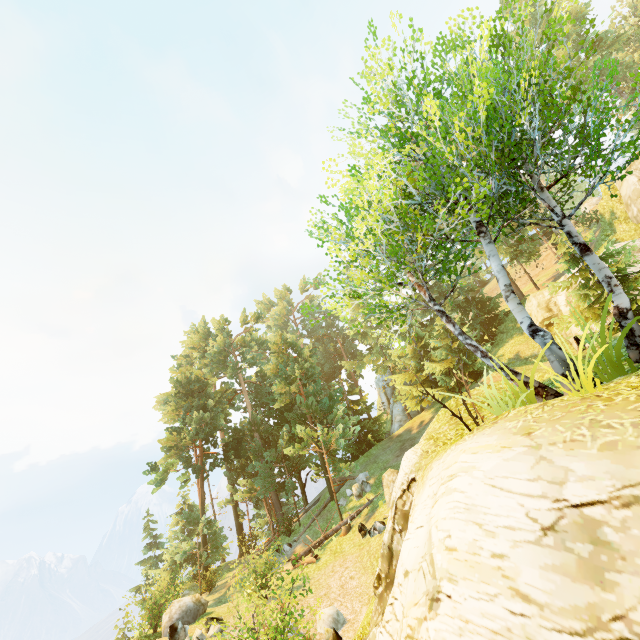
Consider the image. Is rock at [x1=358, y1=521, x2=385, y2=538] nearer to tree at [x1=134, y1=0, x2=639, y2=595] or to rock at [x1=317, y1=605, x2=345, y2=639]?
tree at [x1=134, y1=0, x2=639, y2=595]

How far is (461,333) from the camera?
7.3 meters

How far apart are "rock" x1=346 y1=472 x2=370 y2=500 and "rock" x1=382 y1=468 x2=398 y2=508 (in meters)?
3.27

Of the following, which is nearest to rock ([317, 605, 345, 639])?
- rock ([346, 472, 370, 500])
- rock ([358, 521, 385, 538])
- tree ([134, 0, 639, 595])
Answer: rock ([358, 521, 385, 538])

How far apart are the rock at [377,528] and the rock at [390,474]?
1.0 meters

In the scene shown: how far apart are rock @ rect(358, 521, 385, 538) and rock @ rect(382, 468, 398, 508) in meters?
1.0 m

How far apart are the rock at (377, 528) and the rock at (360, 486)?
4.7m

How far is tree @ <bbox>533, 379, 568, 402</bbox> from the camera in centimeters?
573cm
